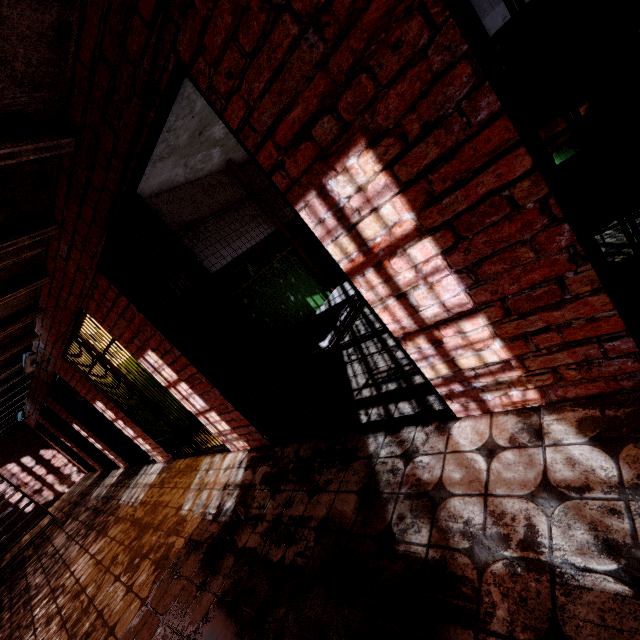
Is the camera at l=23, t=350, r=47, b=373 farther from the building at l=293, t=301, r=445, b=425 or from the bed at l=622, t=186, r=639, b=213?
the bed at l=622, t=186, r=639, b=213

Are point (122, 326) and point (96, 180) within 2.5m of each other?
yes

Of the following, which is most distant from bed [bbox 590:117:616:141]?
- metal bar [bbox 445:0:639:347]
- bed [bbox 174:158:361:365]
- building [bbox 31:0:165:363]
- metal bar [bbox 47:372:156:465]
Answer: metal bar [bbox 47:372:156:465]

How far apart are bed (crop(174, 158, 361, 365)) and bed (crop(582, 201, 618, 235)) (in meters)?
2.04

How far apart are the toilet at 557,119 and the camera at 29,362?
7.3m

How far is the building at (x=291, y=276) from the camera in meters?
4.1 m

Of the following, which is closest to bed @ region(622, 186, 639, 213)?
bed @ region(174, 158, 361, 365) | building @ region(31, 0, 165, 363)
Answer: building @ region(31, 0, 165, 363)

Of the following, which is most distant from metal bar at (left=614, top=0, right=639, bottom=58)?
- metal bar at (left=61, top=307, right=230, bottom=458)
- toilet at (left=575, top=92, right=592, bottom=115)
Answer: metal bar at (left=61, top=307, right=230, bottom=458)
